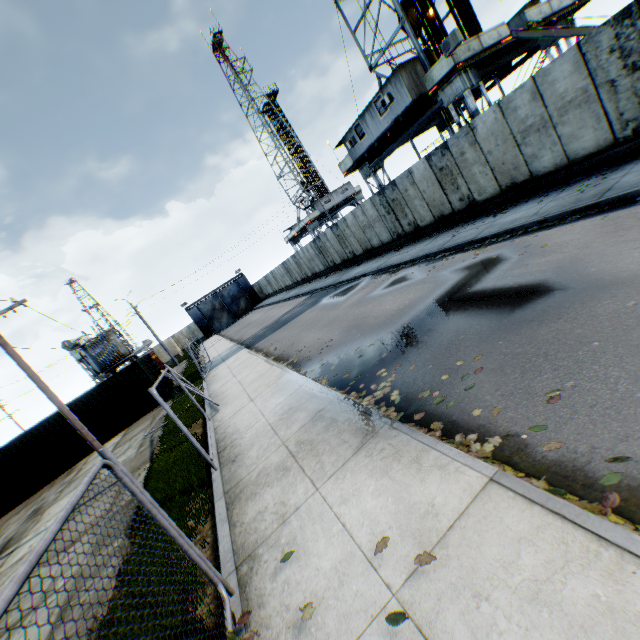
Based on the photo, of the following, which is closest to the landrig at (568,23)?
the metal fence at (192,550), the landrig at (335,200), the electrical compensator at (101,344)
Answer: the metal fence at (192,550)

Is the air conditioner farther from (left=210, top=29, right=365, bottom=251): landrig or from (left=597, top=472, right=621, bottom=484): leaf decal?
(left=210, top=29, right=365, bottom=251): landrig

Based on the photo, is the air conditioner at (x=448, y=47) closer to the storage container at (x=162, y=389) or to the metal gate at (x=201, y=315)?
the storage container at (x=162, y=389)

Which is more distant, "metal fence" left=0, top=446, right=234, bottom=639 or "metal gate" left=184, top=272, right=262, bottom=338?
"metal gate" left=184, top=272, right=262, bottom=338

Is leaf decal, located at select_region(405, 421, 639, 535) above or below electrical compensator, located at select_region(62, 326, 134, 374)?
below

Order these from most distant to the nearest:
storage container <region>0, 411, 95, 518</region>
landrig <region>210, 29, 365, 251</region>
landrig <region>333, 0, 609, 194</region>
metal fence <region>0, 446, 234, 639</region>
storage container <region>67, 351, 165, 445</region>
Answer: landrig <region>210, 29, 365, 251</region>
storage container <region>67, 351, 165, 445</region>
storage container <region>0, 411, 95, 518</region>
landrig <region>333, 0, 609, 194</region>
metal fence <region>0, 446, 234, 639</region>

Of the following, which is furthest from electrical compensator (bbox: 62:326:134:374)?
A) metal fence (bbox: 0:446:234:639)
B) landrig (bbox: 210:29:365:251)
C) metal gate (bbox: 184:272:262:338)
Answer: landrig (bbox: 210:29:365:251)

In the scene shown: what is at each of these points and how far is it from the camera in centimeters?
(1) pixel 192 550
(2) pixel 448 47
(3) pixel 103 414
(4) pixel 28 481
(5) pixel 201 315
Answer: (1) metal fence, 341cm
(2) air conditioner, 1384cm
(3) storage container, 1844cm
(4) storage container, 1719cm
(5) metal gate, 5206cm
